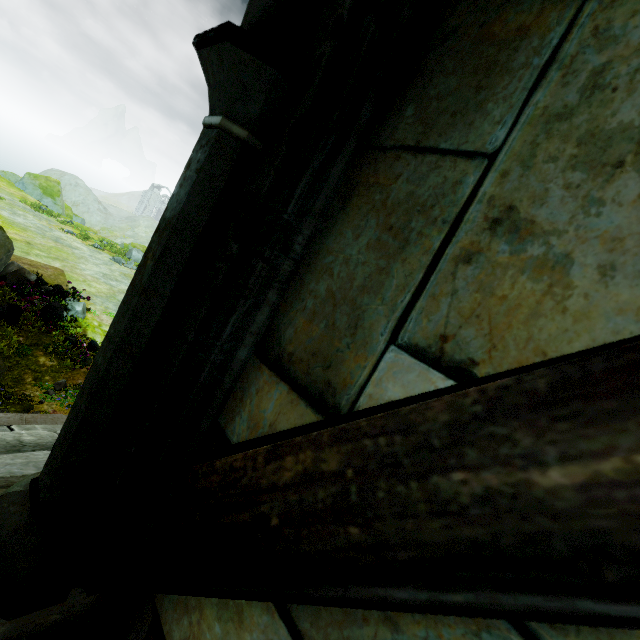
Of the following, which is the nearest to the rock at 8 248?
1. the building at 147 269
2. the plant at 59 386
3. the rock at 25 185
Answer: the plant at 59 386

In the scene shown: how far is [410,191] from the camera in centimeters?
74cm

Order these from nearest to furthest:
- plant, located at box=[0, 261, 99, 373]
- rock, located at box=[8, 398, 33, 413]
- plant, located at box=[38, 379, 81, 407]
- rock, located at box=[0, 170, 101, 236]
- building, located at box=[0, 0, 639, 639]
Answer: building, located at box=[0, 0, 639, 639] < rock, located at box=[8, 398, 33, 413] < plant, located at box=[38, 379, 81, 407] < plant, located at box=[0, 261, 99, 373] < rock, located at box=[0, 170, 101, 236]

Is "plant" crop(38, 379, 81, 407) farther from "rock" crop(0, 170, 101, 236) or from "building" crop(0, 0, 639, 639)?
"rock" crop(0, 170, 101, 236)

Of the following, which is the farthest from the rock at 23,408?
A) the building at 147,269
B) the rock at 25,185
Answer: the rock at 25,185

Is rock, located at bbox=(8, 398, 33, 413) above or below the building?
below

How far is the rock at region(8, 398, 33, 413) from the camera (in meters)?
9.02

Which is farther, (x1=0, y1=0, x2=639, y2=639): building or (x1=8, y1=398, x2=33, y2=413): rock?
(x1=8, y1=398, x2=33, y2=413): rock
